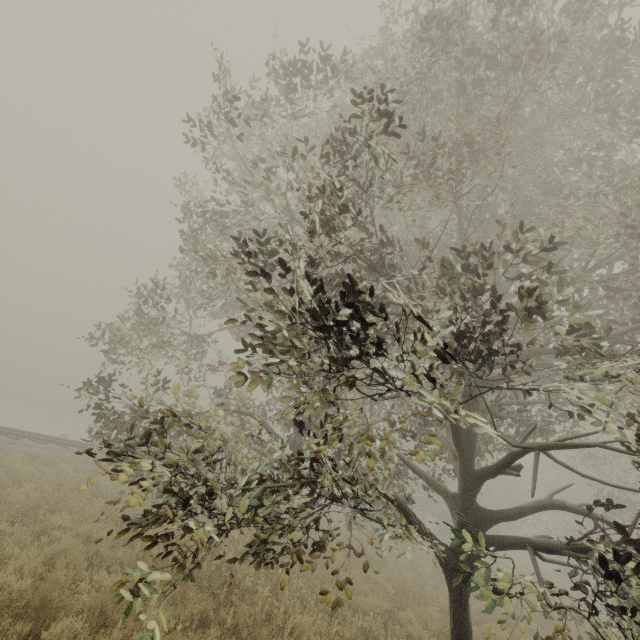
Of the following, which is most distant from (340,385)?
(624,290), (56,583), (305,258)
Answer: (305,258)
